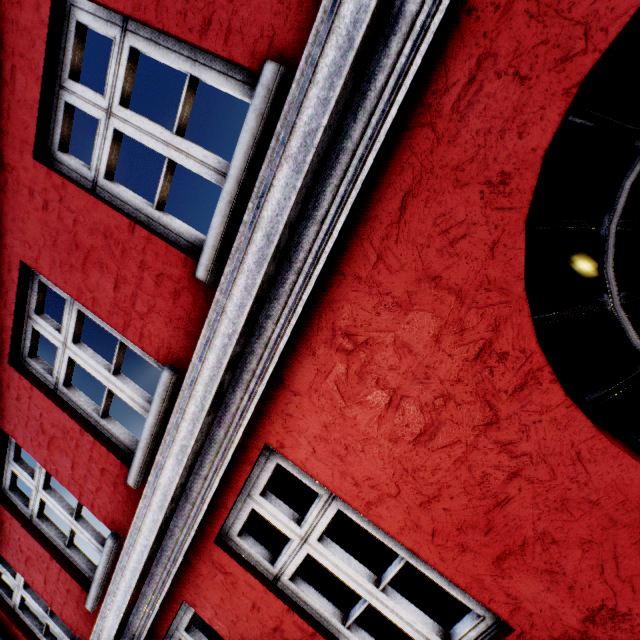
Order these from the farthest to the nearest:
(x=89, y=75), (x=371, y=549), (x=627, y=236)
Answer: (x=627, y=236) < (x=89, y=75) < (x=371, y=549)
